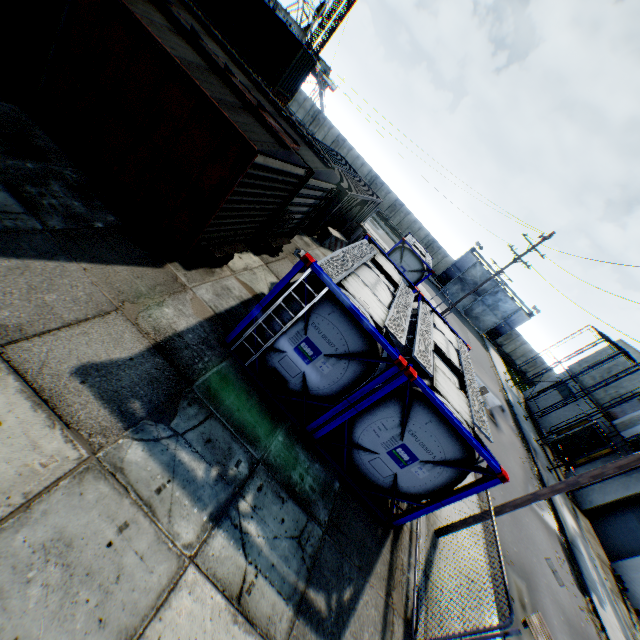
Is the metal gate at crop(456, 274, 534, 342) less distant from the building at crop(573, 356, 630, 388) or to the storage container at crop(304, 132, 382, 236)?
the building at crop(573, 356, 630, 388)

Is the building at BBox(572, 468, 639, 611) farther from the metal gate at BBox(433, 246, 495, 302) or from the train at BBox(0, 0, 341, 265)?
the train at BBox(0, 0, 341, 265)

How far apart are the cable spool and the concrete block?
0.2 meters

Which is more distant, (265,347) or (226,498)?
(265,347)

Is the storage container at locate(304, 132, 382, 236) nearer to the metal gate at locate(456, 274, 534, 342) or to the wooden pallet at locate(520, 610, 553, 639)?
the wooden pallet at locate(520, 610, 553, 639)

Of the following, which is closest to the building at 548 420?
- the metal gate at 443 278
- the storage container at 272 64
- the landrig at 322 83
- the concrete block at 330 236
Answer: the metal gate at 443 278

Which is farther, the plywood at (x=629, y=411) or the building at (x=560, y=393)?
the building at (x=560, y=393)

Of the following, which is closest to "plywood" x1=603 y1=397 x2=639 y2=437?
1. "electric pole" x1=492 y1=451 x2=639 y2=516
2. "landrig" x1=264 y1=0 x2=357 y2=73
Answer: "electric pole" x1=492 y1=451 x2=639 y2=516
